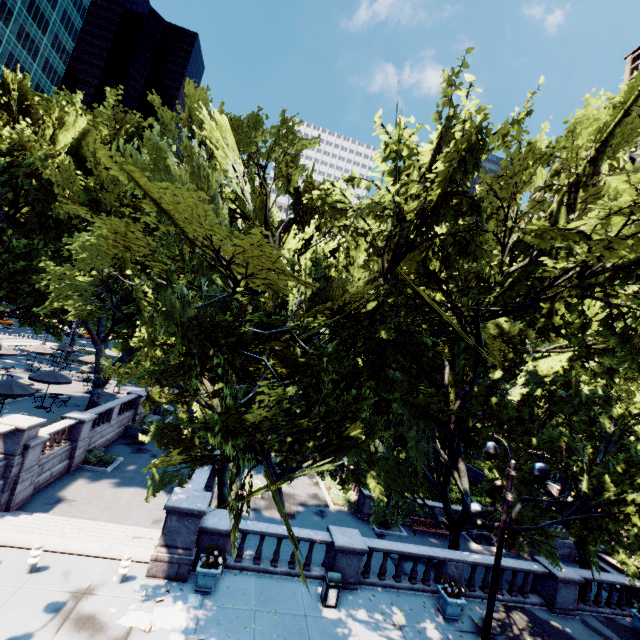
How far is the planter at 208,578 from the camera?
10.8m

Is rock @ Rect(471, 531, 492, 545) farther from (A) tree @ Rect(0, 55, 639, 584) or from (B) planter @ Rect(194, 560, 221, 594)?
(B) planter @ Rect(194, 560, 221, 594)

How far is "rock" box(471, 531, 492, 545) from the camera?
22.81m

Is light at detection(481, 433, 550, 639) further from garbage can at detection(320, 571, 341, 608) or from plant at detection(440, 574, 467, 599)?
garbage can at detection(320, 571, 341, 608)

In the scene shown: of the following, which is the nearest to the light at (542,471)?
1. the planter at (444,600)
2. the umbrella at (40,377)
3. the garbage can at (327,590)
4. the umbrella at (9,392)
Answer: the planter at (444,600)

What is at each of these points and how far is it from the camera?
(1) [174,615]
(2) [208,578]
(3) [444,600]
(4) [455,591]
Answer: (1) instancedfoliageactor, 9.8 meters
(2) planter, 10.9 meters
(3) planter, 12.5 meters
(4) plant, 12.4 meters

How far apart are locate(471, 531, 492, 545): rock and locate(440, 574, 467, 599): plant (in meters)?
12.46

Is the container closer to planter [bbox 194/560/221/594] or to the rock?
planter [bbox 194/560/221/594]
